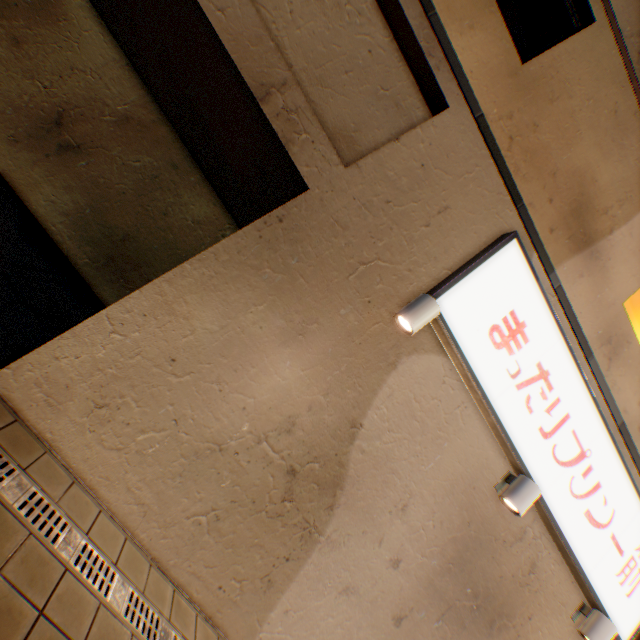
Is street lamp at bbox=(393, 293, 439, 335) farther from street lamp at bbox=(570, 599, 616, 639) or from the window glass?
street lamp at bbox=(570, 599, 616, 639)

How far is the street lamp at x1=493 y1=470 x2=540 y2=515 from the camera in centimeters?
385cm

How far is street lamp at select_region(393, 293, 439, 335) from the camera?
3.3 meters

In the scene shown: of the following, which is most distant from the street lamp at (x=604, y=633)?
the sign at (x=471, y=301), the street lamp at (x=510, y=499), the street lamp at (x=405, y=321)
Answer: the street lamp at (x=405, y=321)

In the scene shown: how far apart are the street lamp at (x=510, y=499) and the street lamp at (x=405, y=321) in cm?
245

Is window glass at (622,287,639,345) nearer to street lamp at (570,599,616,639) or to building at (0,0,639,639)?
building at (0,0,639,639)

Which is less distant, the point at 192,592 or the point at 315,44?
the point at 192,592
